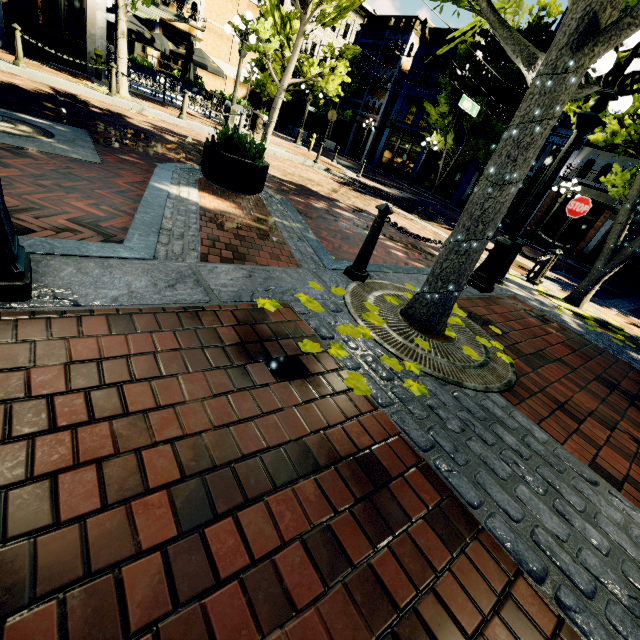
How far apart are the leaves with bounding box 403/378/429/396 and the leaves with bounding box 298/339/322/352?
0.5m

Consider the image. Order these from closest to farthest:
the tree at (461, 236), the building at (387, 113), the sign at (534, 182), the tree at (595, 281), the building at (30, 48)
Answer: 1. the tree at (461, 236)
2. the sign at (534, 182)
3. the tree at (595, 281)
4. the building at (30, 48)
5. the building at (387, 113)

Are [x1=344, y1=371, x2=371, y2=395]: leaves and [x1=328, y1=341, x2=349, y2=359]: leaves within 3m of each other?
yes

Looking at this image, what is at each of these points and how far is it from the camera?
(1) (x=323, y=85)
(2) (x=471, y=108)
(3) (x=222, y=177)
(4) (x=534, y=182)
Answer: (1) tree, 13.2m
(2) sign, 15.9m
(3) planter, 4.8m
(4) sign, 5.5m

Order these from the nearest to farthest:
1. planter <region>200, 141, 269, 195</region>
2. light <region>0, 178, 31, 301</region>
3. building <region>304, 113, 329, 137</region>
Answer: light <region>0, 178, 31, 301</region>
planter <region>200, 141, 269, 195</region>
building <region>304, 113, 329, 137</region>

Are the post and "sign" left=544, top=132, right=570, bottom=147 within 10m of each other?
no

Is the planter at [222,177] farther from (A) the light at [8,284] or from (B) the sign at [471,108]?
(B) the sign at [471,108]

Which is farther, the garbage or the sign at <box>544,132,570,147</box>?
the garbage
